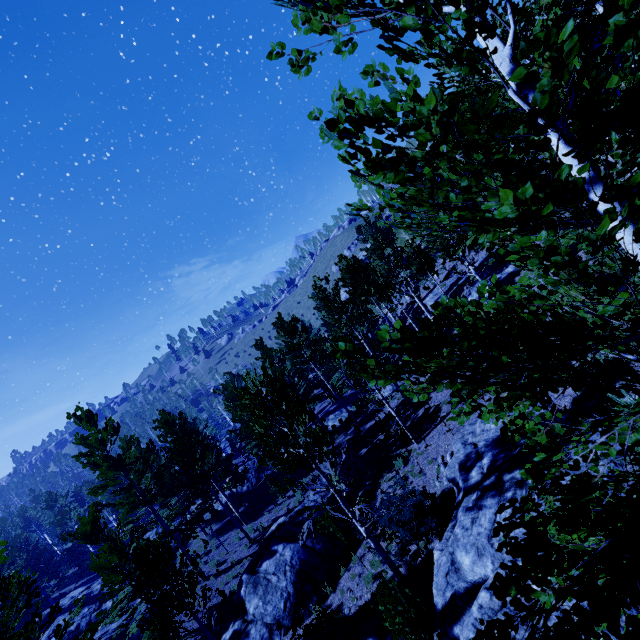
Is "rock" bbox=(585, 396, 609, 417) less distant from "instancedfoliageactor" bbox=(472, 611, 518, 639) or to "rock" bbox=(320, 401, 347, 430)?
"instancedfoliageactor" bbox=(472, 611, 518, 639)

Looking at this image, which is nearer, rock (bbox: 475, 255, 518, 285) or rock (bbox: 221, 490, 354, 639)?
rock (bbox: 221, 490, 354, 639)

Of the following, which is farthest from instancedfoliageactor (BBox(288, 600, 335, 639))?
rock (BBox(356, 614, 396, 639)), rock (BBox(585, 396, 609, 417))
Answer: rock (BBox(356, 614, 396, 639))

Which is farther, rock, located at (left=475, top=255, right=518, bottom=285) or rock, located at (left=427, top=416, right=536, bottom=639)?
rock, located at (left=475, top=255, right=518, bottom=285)

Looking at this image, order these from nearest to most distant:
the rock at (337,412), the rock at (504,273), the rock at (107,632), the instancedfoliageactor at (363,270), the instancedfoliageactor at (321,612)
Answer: the instancedfoliageactor at (363,270) → the instancedfoliageactor at (321,612) → the rock at (107,632) → the rock at (504,273) → the rock at (337,412)

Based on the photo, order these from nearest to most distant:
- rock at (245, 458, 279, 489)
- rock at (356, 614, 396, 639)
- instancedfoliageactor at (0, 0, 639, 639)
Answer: instancedfoliageactor at (0, 0, 639, 639) < rock at (356, 614, 396, 639) < rock at (245, 458, 279, 489)

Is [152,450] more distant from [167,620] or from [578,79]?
[578,79]

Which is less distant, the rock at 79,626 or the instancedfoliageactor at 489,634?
the instancedfoliageactor at 489,634
